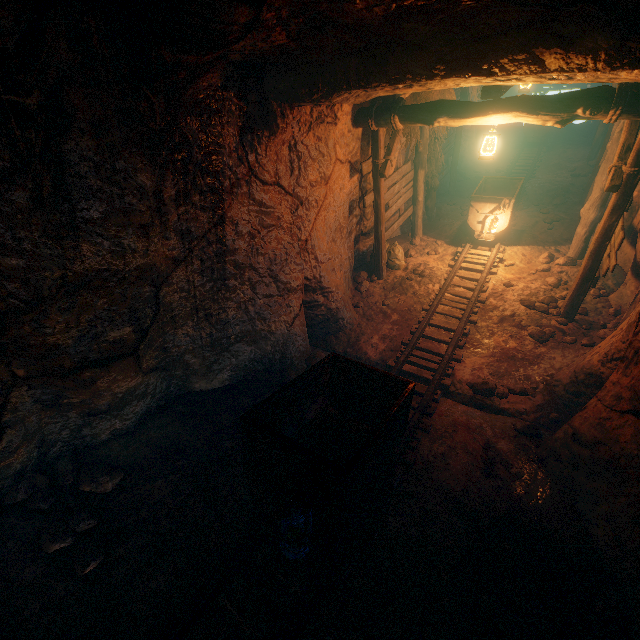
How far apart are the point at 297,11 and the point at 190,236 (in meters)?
2.71

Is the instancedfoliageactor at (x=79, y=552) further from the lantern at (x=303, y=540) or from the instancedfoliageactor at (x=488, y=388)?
the instancedfoliageactor at (x=488, y=388)

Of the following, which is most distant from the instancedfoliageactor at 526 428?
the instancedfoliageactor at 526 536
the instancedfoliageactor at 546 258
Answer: the instancedfoliageactor at 546 258

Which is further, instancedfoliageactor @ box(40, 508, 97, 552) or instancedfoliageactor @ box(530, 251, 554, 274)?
instancedfoliageactor @ box(530, 251, 554, 274)

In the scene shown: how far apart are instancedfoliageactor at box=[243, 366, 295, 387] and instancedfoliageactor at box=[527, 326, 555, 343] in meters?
4.7

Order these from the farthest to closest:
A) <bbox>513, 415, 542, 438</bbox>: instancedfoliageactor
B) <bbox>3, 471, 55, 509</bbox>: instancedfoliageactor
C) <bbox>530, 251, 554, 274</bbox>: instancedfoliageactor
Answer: <bbox>530, 251, 554, 274</bbox>: instancedfoliageactor
<bbox>513, 415, 542, 438</bbox>: instancedfoliageactor
<bbox>3, 471, 55, 509</bbox>: instancedfoliageactor

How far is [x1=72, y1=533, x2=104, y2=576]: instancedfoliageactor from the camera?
2.92m

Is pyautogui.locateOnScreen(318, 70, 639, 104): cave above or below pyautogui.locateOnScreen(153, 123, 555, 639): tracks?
above
